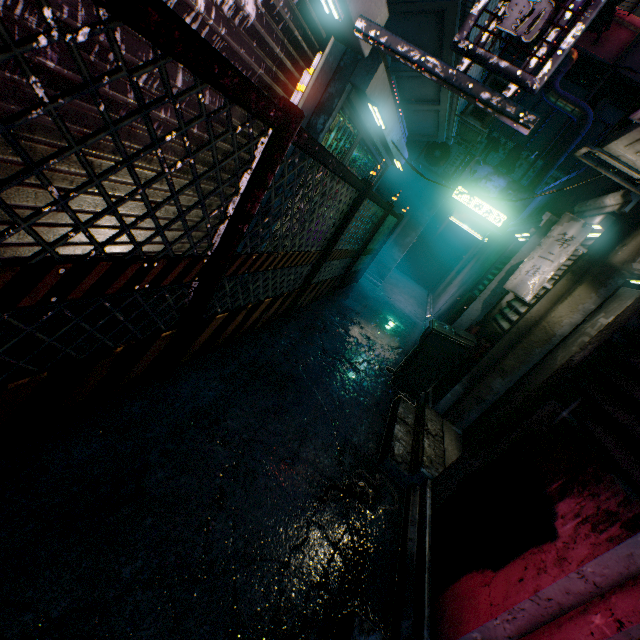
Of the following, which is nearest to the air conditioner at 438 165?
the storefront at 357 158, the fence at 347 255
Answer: the storefront at 357 158

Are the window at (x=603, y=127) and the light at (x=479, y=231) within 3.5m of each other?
yes

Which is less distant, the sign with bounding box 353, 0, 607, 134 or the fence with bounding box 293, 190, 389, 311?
the sign with bounding box 353, 0, 607, 134

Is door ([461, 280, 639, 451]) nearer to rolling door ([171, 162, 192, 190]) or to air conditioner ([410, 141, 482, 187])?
rolling door ([171, 162, 192, 190])

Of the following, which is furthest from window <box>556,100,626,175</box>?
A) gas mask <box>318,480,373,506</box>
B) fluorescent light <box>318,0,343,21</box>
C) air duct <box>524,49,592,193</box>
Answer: gas mask <box>318,480,373,506</box>

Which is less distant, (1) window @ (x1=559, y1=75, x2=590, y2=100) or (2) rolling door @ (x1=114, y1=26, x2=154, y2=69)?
(2) rolling door @ (x1=114, y1=26, x2=154, y2=69)

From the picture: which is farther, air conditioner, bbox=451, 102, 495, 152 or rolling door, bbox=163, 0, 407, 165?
air conditioner, bbox=451, 102, 495, 152

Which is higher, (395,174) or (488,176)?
(488,176)
